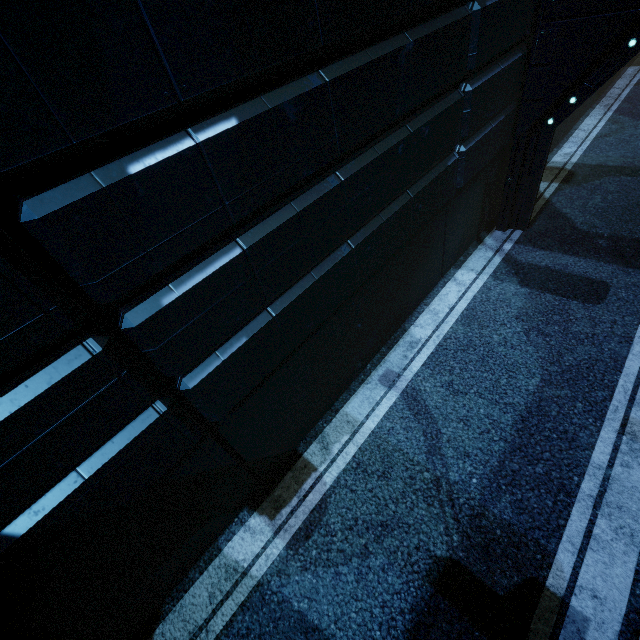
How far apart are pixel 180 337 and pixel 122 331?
0.54m
